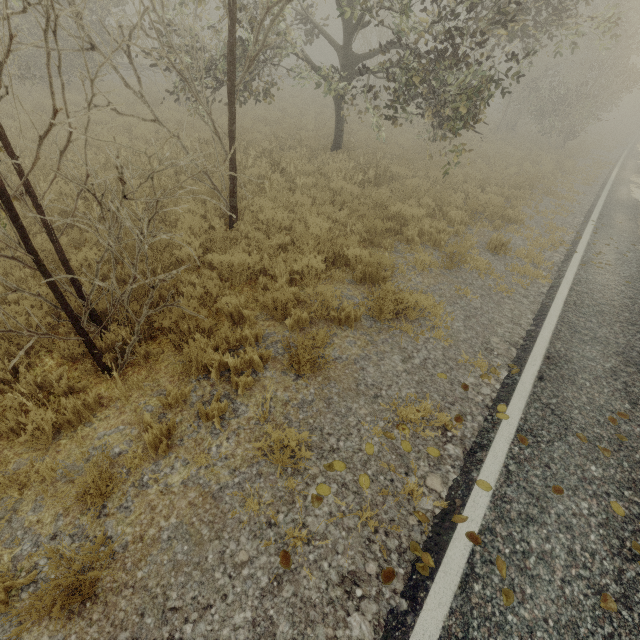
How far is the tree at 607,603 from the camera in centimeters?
265cm

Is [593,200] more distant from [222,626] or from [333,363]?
[222,626]

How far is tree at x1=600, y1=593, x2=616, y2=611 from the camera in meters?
2.7 m

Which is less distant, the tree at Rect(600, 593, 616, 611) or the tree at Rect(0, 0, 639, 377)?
the tree at Rect(600, 593, 616, 611)

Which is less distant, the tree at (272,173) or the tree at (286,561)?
the tree at (286,561)

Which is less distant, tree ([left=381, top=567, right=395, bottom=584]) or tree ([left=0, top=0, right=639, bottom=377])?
tree ([left=381, top=567, right=395, bottom=584])
